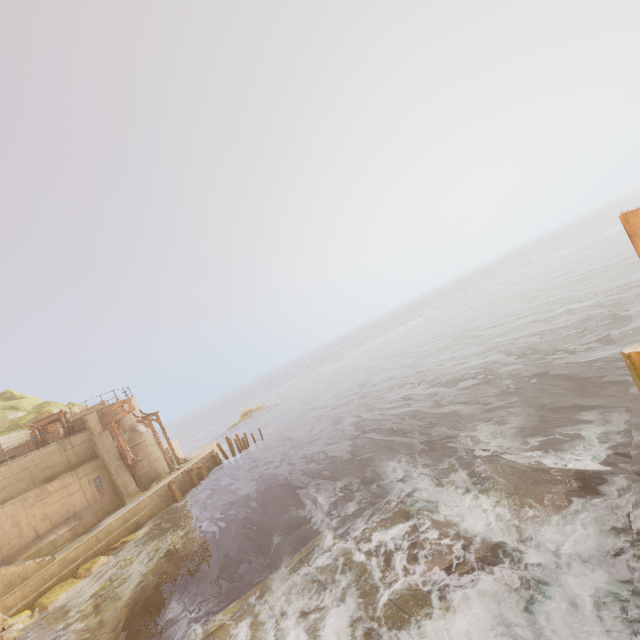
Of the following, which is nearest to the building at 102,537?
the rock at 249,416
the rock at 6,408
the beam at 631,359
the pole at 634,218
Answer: the rock at 6,408

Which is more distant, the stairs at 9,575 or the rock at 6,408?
the rock at 6,408

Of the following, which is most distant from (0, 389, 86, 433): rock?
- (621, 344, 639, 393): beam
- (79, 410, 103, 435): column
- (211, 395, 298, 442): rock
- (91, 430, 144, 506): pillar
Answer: (621, 344, 639, 393): beam

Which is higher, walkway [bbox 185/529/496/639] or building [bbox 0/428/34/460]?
building [bbox 0/428/34/460]

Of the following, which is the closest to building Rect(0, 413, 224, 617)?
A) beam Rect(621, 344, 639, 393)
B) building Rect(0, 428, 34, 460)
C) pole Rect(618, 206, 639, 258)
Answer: building Rect(0, 428, 34, 460)

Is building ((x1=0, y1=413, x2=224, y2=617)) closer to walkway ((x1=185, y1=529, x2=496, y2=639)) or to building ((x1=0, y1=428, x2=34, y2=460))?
building ((x1=0, y1=428, x2=34, y2=460))

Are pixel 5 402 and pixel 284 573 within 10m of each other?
no

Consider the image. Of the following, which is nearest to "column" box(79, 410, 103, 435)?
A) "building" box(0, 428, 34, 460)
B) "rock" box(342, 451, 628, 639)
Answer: "building" box(0, 428, 34, 460)
